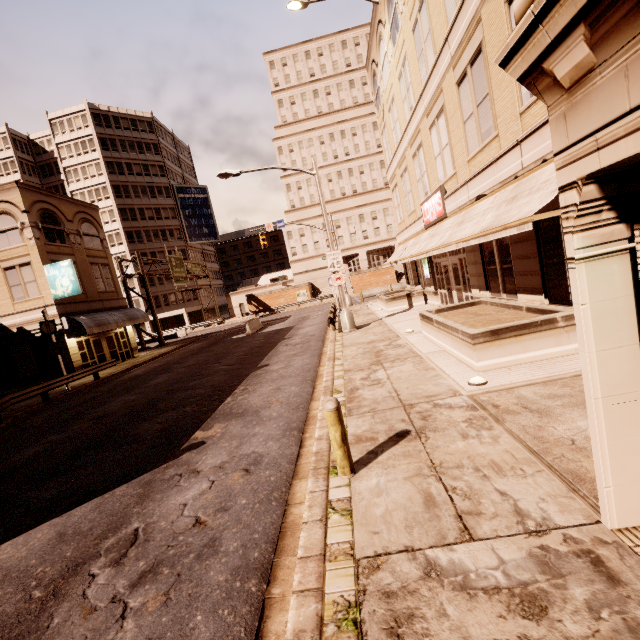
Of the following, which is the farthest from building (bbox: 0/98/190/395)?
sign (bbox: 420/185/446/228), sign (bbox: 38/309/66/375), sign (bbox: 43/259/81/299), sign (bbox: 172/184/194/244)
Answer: sign (bbox: 38/309/66/375)

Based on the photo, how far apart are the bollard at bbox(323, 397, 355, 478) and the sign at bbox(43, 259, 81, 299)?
23.3m

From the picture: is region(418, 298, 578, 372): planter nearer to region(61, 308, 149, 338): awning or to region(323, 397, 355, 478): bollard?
region(323, 397, 355, 478): bollard

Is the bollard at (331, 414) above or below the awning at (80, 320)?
below

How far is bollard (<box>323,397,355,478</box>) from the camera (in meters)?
4.54

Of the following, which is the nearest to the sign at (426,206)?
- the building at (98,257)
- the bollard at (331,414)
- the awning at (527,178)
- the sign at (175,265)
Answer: the awning at (527,178)

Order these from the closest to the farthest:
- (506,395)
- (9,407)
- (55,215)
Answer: (506,395)
(9,407)
(55,215)

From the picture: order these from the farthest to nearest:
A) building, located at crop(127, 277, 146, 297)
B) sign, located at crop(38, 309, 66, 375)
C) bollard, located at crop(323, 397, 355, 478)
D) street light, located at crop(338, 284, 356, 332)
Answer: building, located at crop(127, 277, 146, 297) → sign, located at crop(38, 309, 66, 375) → street light, located at crop(338, 284, 356, 332) → bollard, located at crop(323, 397, 355, 478)
